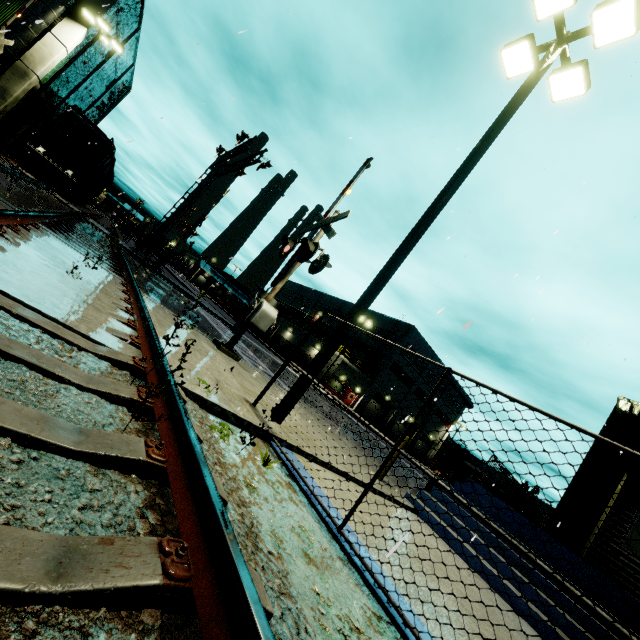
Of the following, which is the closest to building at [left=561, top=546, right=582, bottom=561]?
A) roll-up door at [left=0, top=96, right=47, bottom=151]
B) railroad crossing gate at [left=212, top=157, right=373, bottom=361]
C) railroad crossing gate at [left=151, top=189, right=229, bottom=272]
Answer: roll-up door at [left=0, top=96, right=47, bottom=151]

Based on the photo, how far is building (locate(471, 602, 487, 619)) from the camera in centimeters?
403cm

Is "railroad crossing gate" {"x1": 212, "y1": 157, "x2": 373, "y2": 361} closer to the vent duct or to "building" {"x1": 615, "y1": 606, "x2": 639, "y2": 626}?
"building" {"x1": 615, "y1": 606, "x2": 639, "y2": 626}

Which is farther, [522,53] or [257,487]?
[522,53]

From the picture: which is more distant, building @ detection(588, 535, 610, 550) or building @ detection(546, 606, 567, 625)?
building @ detection(588, 535, 610, 550)

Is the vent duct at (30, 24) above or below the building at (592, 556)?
above

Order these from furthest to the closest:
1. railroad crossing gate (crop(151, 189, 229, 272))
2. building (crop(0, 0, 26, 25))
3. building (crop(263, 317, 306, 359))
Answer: building (crop(263, 317, 306, 359)), railroad crossing gate (crop(151, 189, 229, 272)), building (crop(0, 0, 26, 25))

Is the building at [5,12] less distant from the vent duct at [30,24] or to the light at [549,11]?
the vent duct at [30,24]
